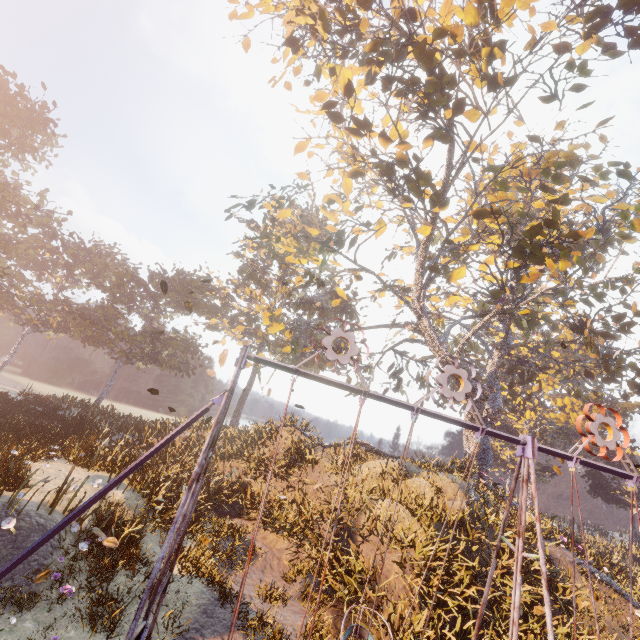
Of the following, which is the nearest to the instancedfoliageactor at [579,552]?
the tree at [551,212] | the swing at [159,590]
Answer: the tree at [551,212]

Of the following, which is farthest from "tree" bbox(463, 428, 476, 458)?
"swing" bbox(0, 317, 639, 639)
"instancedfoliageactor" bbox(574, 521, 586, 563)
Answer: "swing" bbox(0, 317, 639, 639)

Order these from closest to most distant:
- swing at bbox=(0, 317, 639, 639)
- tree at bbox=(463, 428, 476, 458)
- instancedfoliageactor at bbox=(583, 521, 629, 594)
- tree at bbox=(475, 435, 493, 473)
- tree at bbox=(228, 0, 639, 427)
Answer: swing at bbox=(0, 317, 639, 639) < tree at bbox=(228, 0, 639, 427) < instancedfoliageactor at bbox=(583, 521, 629, 594) < tree at bbox=(475, 435, 493, 473) < tree at bbox=(463, 428, 476, 458)

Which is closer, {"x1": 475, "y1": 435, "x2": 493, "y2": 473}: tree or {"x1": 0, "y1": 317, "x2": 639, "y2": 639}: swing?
{"x1": 0, "y1": 317, "x2": 639, "y2": 639}: swing

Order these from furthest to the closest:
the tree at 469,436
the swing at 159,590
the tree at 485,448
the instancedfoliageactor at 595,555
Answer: the tree at 469,436
the tree at 485,448
the instancedfoliageactor at 595,555
the swing at 159,590

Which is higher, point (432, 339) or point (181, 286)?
point (181, 286)

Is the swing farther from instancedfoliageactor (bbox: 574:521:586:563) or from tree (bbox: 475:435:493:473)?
instancedfoliageactor (bbox: 574:521:586:563)
